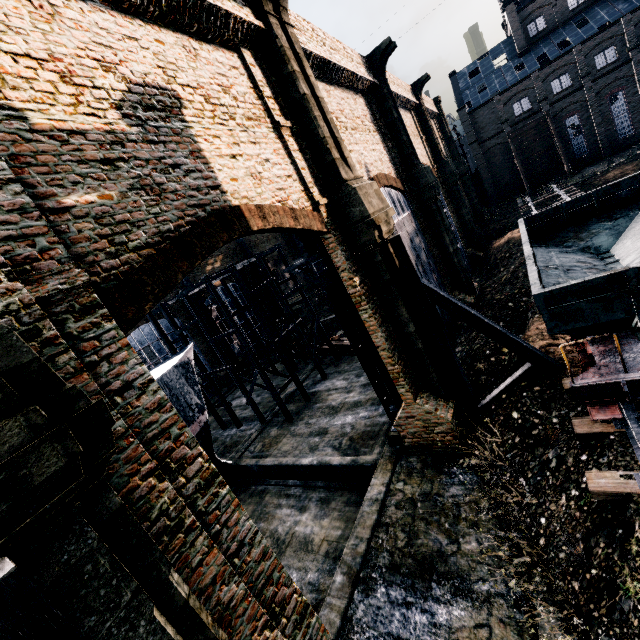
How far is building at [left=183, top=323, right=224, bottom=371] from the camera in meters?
38.1

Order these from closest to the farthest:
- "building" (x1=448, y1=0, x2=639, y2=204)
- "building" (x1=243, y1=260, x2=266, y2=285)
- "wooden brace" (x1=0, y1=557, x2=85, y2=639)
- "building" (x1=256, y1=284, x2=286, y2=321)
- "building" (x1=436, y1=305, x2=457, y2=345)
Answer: "wooden brace" (x1=0, y1=557, x2=85, y2=639) < "building" (x1=436, y1=305, x2=457, y2=345) < "building" (x1=448, y1=0, x2=639, y2=204) < "building" (x1=243, y1=260, x2=266, y2=285) < "building" (x1=256, y1=284, x2=286, y2=321)

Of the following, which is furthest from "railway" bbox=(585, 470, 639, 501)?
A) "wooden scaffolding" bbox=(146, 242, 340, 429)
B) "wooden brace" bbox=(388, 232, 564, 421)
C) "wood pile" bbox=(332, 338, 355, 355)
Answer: → "wood pile" bbox=(332, 338, 355, 355)

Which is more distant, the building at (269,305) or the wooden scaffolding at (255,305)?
the building at (269,305)

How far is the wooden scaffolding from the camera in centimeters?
2228cm

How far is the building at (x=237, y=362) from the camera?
39.5 meters

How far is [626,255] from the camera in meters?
12.4 m

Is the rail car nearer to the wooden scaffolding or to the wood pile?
the wood pile
